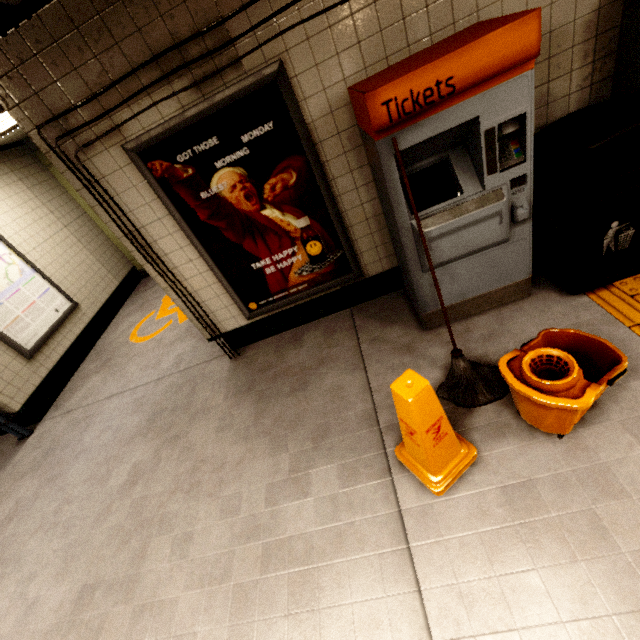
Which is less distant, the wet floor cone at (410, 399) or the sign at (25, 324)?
the wet floor cone at (410, 399)

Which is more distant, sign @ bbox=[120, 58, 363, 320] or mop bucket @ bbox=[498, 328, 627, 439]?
sign @ bbox=[120, 58, 363, 320]

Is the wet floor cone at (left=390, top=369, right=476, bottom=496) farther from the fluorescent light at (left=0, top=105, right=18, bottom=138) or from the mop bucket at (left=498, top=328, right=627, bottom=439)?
the fluorescent light at (left=0, top=105, right=18, bottom=138)

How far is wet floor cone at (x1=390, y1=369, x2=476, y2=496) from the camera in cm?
159

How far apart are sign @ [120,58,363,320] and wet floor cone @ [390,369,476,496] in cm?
150

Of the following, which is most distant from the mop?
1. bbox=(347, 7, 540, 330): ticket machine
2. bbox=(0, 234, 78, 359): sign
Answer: bbox=(0, 234, 78, 359): sign

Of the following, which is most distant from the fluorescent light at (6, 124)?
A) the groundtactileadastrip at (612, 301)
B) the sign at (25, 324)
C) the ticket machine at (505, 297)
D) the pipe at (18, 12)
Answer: the groundtactileadastrip at (612, 301)

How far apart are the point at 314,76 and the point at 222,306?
2.1 meters
